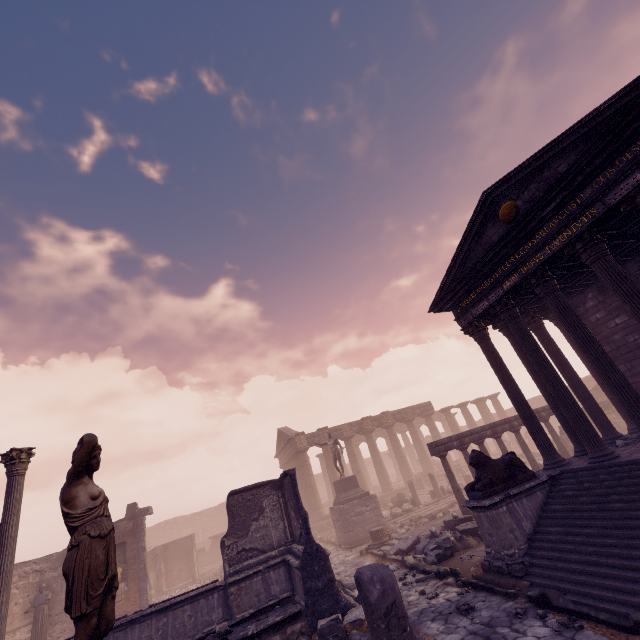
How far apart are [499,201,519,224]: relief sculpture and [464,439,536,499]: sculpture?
6.5 meters

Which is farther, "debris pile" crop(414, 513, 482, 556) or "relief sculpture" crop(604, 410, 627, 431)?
"relief sculpture" crop(604, 410, 627, 431)

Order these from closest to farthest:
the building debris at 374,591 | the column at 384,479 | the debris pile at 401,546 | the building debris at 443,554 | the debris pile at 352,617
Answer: the building debris at 374,591, the debris pile at 352,617, the building debris at 443,554, the debris pile at 401,546, the column at 384,479

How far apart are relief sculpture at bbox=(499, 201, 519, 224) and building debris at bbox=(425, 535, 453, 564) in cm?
1024

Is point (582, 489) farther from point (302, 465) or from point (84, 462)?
point (302, 465)

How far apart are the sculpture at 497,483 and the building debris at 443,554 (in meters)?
3.01

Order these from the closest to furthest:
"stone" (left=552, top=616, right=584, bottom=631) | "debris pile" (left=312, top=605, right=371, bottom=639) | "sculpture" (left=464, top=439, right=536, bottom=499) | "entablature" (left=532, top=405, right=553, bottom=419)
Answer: "stone" (left=552, top=616, right=584, bottom=631) → "debris pile" (left=312, top=605, right=371, bottom=639) → "sculpture" (left=464, top=439, right=536, bottom=499) → "entablature" (left=532, top=405, right=553, bottom=419)

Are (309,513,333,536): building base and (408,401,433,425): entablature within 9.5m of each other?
yes
